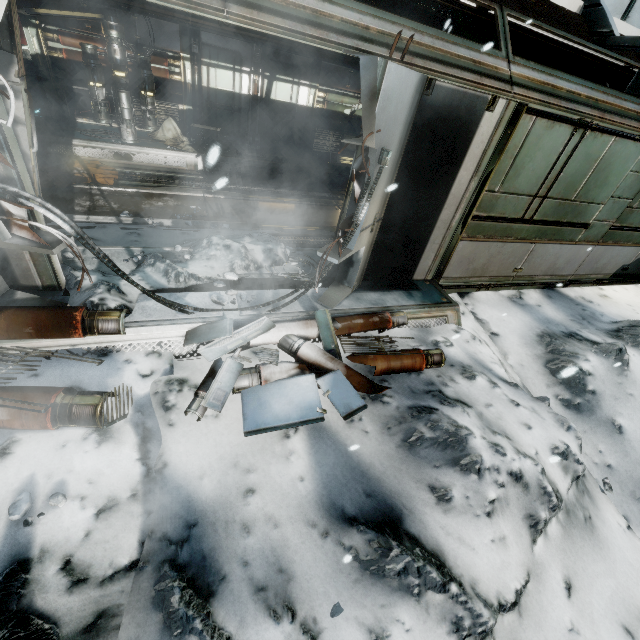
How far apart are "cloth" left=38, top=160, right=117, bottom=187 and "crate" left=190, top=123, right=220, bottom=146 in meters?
2.5 m

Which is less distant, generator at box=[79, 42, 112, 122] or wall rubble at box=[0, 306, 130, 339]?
wall rubble at box=[0, 306, 130, 339]

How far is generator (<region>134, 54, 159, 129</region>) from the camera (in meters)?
7.61

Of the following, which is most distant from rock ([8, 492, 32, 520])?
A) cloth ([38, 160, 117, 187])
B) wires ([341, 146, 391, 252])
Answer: cloth ([38, 160, 117, 187])

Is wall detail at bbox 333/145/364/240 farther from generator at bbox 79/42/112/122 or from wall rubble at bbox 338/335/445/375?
generator at bbox 79/42/112/122

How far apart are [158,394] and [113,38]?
8.6m

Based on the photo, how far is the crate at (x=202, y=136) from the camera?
9.21m

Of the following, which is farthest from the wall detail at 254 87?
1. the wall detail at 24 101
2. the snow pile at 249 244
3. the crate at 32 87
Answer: the wall detail at 24 101
